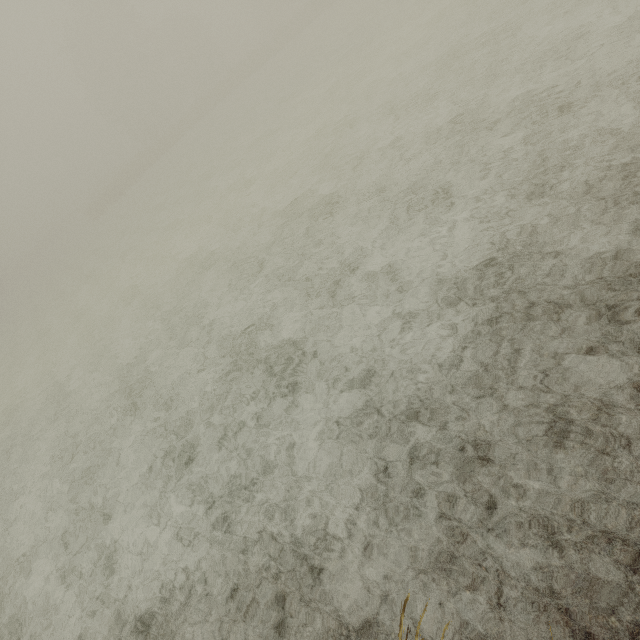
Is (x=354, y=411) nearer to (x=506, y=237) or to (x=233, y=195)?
(x=506, y=237)
